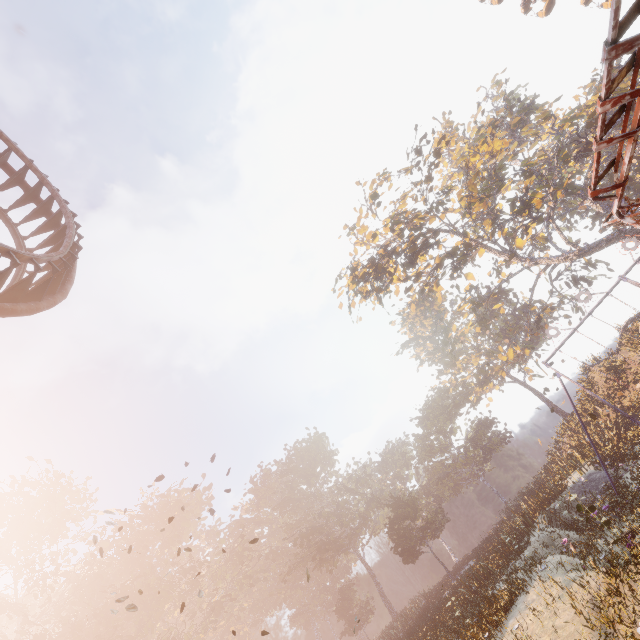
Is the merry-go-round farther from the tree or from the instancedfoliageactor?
the tree

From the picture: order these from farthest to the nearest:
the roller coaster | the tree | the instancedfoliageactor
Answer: the tree
the instancedfoliageactor
the roller coaster

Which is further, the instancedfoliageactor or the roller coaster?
the instancedfoliageactor

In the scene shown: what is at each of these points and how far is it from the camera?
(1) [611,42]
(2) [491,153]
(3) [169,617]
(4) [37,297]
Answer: (1) merry-go-round, 1.34m
(2) tree, 35.16m
(3) instancedfoliageactor, 52.84m
(4) roller coaster, 8.88m

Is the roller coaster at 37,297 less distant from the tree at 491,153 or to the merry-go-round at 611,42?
the merry-go-round at 611,42

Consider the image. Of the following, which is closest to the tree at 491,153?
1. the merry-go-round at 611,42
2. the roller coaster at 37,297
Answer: the merry-go-round at 611,42

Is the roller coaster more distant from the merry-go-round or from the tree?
the tree
